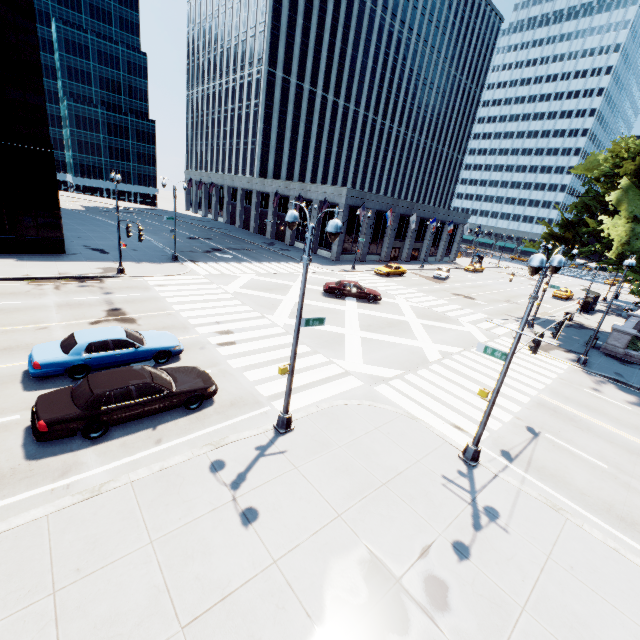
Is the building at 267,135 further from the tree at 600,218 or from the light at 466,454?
the light at 466,454

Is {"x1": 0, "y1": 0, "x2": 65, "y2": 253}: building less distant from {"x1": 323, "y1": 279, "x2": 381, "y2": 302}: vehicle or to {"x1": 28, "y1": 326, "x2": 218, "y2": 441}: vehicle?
{"x1": 323, "y1": 279, "x2": 381, "y2": 302}: vehicle

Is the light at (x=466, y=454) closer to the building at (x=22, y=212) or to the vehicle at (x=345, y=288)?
the vehicle at (x=345, y=288)

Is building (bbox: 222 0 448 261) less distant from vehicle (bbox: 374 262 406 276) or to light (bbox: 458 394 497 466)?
vehicle (bbox: 374 262 406 276)

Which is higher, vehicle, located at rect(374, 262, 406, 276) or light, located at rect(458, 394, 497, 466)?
vehicle, located at rect(374, 262, 406, 276)

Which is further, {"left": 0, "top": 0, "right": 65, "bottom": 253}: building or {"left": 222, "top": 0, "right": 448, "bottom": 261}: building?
{"left": 222, "top": 0, "right": 448, "bottom": 261}: building

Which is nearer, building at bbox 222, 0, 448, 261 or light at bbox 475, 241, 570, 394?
Answer: light at bbox 475, 241, 570, 394

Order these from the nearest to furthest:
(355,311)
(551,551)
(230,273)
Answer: (551,551) < (355,311) < (230,273)
